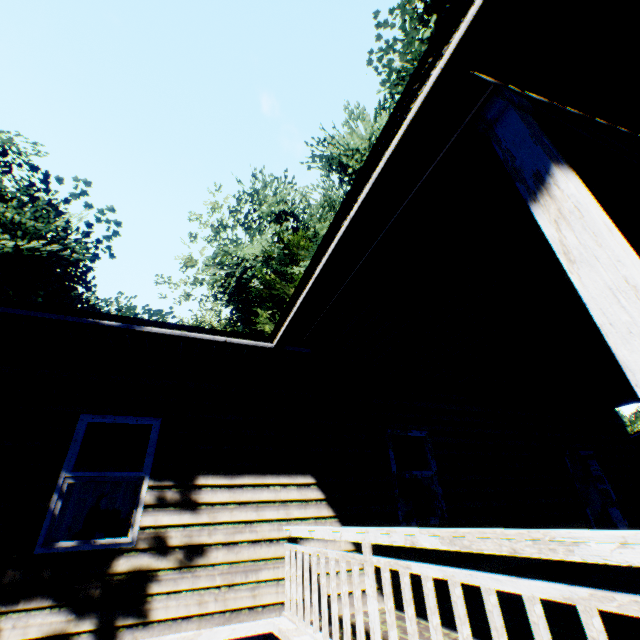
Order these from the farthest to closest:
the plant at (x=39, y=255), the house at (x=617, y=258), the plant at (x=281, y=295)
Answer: the plant at (x=39, y=255) → the plant at (x=281, y=295) → the house at (x=617, y=258)

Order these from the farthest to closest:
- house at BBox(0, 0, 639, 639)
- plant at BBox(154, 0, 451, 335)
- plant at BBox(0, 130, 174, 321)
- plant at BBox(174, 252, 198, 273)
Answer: plant at BBox(0, 130, 174, 321) → plant at BBox(174, 252, 198, 273) → plant at BBox(154, 0, 451, 335) → house at BBox(0, 0, 639, 639)

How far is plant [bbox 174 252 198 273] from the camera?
20.5 meters

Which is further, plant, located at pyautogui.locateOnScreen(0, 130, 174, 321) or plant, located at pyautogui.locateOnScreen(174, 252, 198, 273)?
plant, located at pyautogui.locateOnScreen(0, 130, 174, 321)

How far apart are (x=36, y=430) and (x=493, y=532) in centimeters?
533cm

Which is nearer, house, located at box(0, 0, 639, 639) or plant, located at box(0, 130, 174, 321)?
house, located at box(0, 0, 639, 639)

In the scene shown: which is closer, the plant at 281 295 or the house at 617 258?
the house at 617 258
